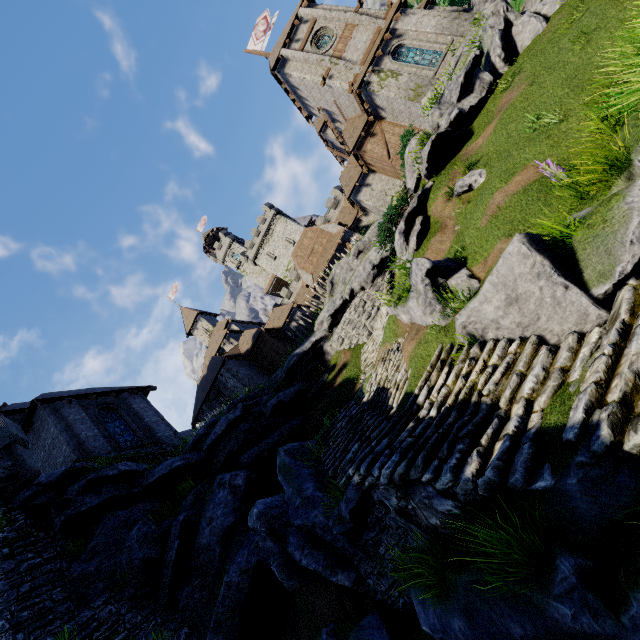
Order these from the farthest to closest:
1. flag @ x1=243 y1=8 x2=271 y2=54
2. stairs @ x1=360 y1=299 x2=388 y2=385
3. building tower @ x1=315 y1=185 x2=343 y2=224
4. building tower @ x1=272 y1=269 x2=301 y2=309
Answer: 1. building tower @ x1=272 y1=269 x2=301 y2=309
2. building tower @ x1=315 y1=185 x2=343 y2=224
3. flag @ x1=243 y1=8 x2=271 y2=54
4. stairs @ x1=360 y1=299 x2=388 y2=385

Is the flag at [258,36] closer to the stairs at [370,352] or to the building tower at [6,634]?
the stairs at [370,352]

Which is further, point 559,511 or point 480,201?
point 480,201

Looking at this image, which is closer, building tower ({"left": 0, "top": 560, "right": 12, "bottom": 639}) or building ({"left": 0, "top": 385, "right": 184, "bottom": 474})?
building tower ({"left": 0, "top": 560, "right": 12, "bottom": 639})

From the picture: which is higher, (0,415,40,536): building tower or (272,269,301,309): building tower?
(272,269,301,309): building tower

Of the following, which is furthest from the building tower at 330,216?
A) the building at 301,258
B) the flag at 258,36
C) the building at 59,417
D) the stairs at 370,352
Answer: the stairs at 370,352

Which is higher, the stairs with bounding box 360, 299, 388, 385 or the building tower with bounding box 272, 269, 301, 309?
the building tower with bounding box 272, 269, 301, 309

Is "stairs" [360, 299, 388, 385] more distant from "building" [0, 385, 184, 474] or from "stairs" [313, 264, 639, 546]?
"building" [0, 385, 184, 474]
